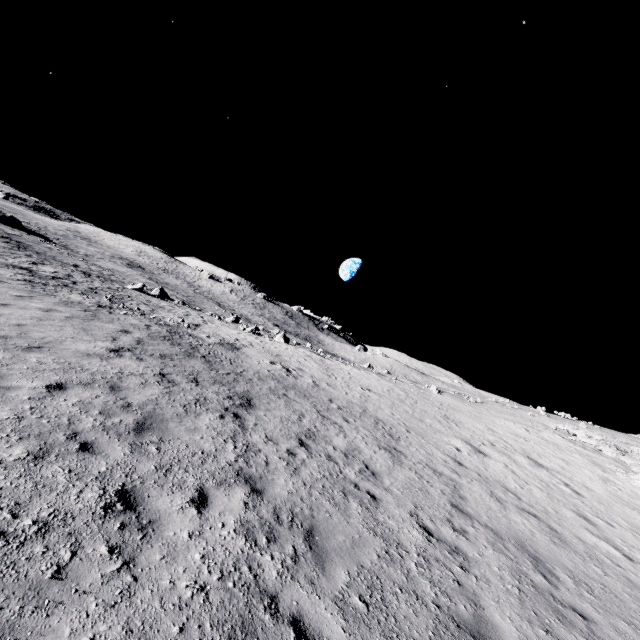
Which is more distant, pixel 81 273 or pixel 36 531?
pixel 81 273
